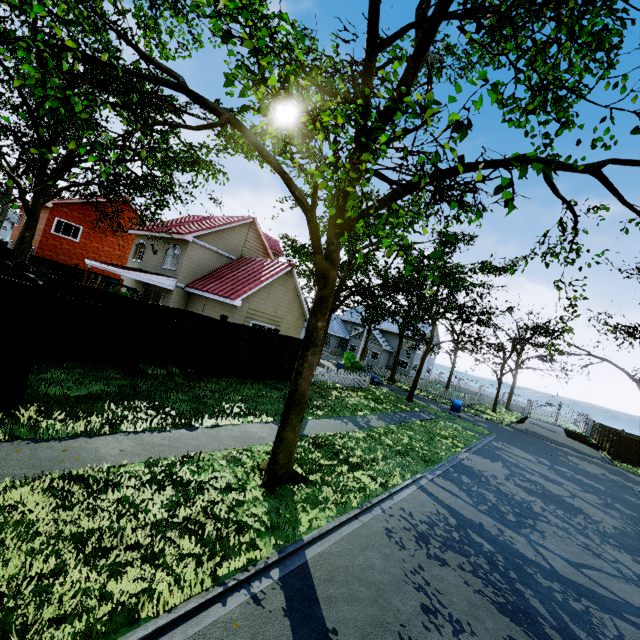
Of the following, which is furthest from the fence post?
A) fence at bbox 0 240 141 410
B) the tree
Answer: the tree

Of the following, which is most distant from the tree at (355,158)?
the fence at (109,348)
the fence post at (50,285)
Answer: the fence post at (50,285)

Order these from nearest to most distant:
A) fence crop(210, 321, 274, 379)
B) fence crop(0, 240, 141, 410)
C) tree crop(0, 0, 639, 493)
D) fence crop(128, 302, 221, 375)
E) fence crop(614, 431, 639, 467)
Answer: tree crop(0, 0, 639, 493) < fence crop(0, 240, 141, 410) < fence crop(128, 302, 221, 375) < fence crop(210, 321, 274, 379) < fence crop(614, 431, 639, 467)

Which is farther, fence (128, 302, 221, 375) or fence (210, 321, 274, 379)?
fence (210, 321, 274, 379)

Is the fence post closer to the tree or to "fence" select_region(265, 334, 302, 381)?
"fence" select_region(265, 334, 302, 381)

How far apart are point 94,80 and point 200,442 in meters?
23.6

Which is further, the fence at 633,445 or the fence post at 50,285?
the fence at 633,445
